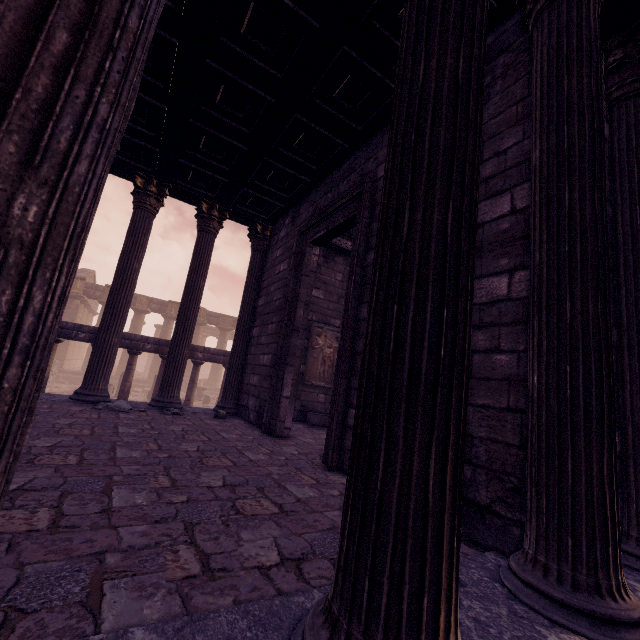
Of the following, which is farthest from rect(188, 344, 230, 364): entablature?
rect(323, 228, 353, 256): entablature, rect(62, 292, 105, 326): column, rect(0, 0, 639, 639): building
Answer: rect(62, 292, 105, 326): column

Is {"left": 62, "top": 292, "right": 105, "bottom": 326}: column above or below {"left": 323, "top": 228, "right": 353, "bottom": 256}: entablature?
below

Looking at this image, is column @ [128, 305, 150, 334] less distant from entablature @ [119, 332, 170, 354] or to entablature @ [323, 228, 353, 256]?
entablature @ [119, 332, 170, 354]

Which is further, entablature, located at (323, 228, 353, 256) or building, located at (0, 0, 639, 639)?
entablature, located at (323, 228, 353, 256)

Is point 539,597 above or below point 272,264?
below

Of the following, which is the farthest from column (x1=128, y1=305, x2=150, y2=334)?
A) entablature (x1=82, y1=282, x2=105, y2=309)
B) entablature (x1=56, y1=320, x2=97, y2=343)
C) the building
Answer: the building

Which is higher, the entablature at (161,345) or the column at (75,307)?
the column at (75,307)

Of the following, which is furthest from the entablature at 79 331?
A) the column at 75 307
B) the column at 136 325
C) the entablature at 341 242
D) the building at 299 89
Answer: the column at 75 307
